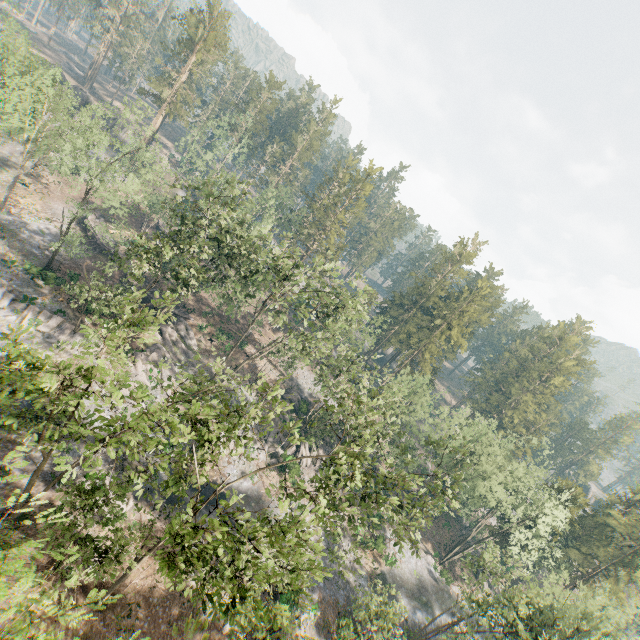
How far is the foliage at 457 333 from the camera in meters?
56.8 m

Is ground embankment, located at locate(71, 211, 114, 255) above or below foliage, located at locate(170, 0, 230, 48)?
below

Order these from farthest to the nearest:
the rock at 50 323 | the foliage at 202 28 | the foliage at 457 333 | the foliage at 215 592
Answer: the foliage at 202 28 < the foliage at 457 333 < the rock at 50 323 < the foliage at 215 592

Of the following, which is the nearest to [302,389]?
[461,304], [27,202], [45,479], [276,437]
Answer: [461,304]

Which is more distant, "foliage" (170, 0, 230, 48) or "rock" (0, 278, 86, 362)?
"foliage" (170, 0, 230, 48)

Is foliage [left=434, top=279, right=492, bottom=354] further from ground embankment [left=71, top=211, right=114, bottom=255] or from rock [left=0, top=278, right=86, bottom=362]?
ground embankment [left=71, top=211, right=114, bottom=255]

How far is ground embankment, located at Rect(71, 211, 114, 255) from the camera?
47.8 meters
